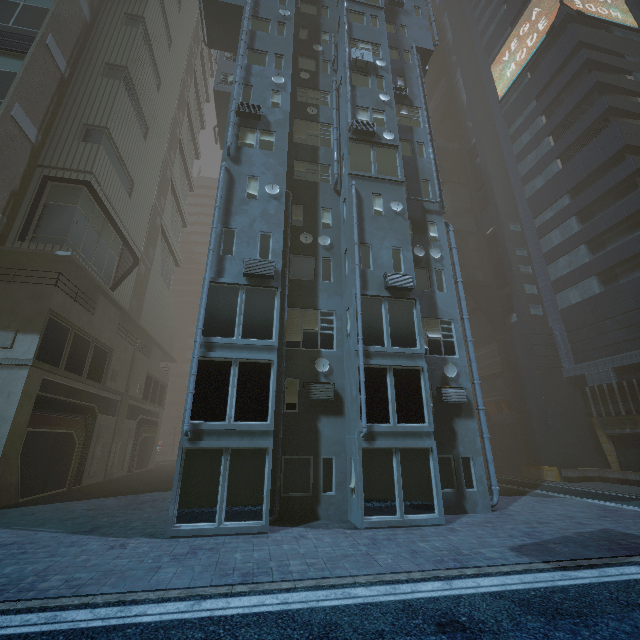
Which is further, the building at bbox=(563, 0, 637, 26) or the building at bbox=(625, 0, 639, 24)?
the building at bbox=(625, 0, 639, 24)

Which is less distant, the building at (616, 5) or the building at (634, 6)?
the building at (616, 5)

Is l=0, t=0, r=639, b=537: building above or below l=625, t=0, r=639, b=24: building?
below

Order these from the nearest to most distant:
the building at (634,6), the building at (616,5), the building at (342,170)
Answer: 1. the building at (342,170)
2. the building at (616,5)
3. the building at (634,6)

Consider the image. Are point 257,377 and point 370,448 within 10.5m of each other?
yes
